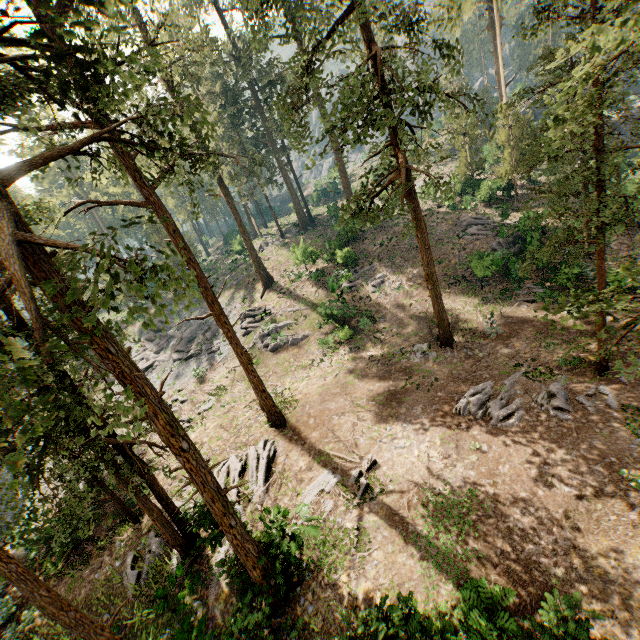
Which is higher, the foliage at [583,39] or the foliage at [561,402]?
the foliage at [583,39]

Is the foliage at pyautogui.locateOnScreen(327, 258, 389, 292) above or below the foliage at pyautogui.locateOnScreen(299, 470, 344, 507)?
above

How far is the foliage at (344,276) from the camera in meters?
28.0 m

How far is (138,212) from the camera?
56.00m

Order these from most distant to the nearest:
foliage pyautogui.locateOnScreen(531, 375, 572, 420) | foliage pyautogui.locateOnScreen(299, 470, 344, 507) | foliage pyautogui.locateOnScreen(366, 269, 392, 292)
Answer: foliage pyautogui.locateOnScreen(366, 269, 392, 292) → foliage pyautogui.locateOnScreen(299, 470, 344, 507) → foliage pyautogui.locateOnScreen(531, 375, 572, 420)

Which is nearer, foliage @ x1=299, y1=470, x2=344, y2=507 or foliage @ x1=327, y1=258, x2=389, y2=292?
foliage @ x1=299, y1=470, x2=344, y2=507
